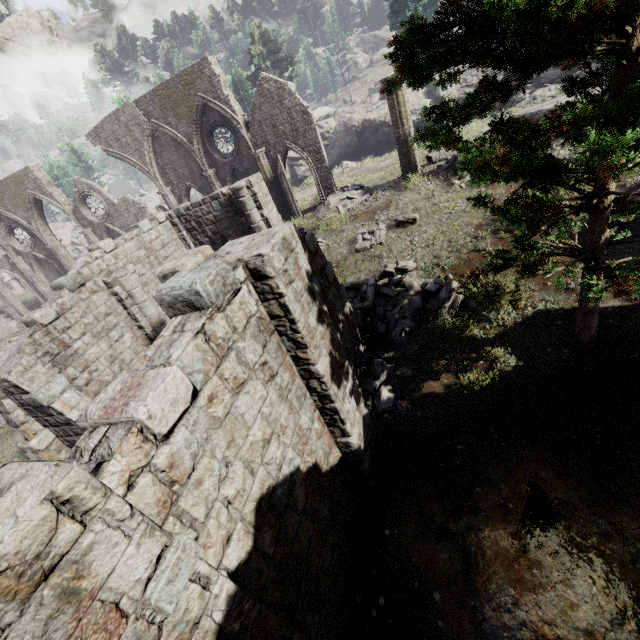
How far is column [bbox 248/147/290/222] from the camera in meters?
19.5 m

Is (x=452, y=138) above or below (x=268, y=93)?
below

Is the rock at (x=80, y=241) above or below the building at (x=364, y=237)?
above

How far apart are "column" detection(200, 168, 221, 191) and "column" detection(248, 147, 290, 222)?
2.8 meters

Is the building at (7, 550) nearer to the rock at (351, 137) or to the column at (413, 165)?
the rock at (351, 137)

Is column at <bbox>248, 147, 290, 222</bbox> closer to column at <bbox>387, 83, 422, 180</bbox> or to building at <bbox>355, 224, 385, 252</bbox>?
column at <bbox>387, 83, 422, 180</bbox>

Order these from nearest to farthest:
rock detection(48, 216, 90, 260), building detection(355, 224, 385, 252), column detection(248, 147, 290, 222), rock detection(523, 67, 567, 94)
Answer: building detection(355, 224, 385, 252) < column detection(248, 147, 290, 222) < rock detection(523, 67, 567, 94) < rock detection(48, 216, 90, 260)

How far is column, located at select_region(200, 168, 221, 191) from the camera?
21.0 meters
